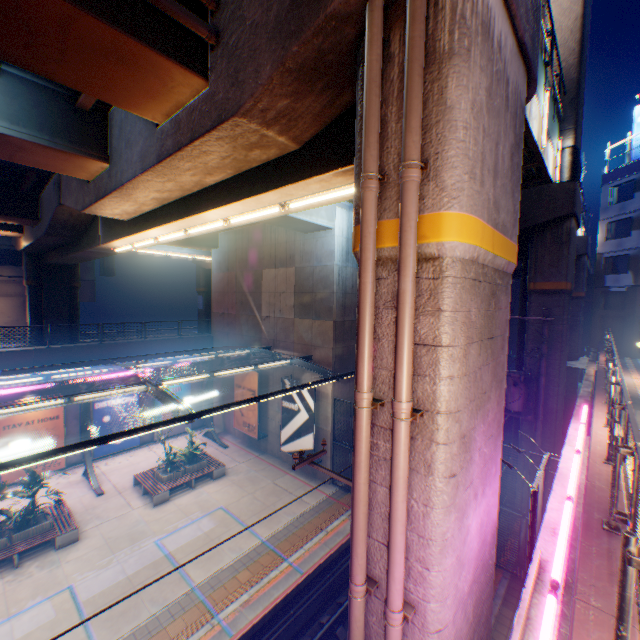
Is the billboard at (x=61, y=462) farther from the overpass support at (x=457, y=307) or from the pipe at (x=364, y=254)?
the pipe at (x=364, y=254)

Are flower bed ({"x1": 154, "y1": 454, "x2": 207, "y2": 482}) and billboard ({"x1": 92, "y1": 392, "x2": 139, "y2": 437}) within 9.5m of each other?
yes

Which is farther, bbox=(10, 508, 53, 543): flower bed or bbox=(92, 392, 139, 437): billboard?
bbox=(92, 392, 139, 437): billboard

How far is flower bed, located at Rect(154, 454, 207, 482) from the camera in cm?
1662

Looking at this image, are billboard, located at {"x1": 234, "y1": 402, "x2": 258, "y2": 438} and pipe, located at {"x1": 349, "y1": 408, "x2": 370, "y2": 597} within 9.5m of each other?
no

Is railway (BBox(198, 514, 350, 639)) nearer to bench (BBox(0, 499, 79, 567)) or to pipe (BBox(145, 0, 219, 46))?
bench (BBox(0, 499, 79, 567))

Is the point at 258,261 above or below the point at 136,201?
below

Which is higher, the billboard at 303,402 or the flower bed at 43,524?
the billboard at 303,402
